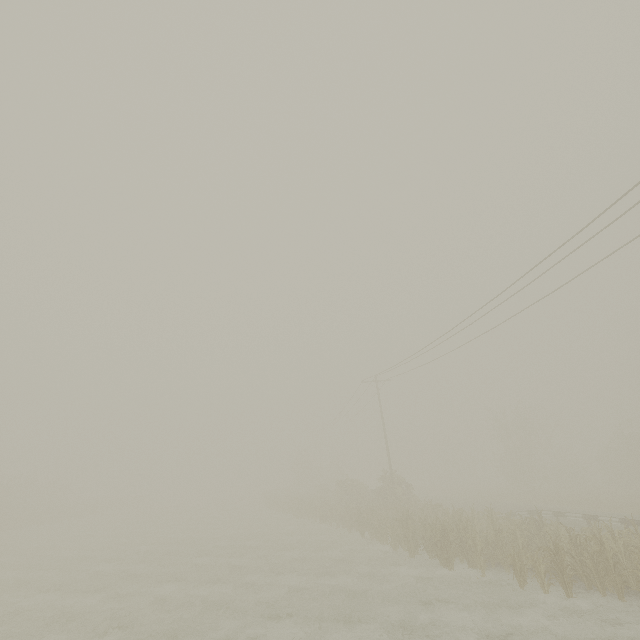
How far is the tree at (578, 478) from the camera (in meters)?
38.72

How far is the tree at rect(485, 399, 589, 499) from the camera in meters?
38.7

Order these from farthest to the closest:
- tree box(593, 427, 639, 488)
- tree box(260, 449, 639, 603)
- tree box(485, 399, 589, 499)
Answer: tree box(485, 399, 589, 499) < tree box(593, 427, 639, 488) < tree box(260, 449, 639, 603)

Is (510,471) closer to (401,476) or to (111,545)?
(401,476)

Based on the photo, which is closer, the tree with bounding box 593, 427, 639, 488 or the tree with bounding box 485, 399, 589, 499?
the tree with bounding box 593, 427, 639, 488

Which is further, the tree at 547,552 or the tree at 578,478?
the tree at 578,478
